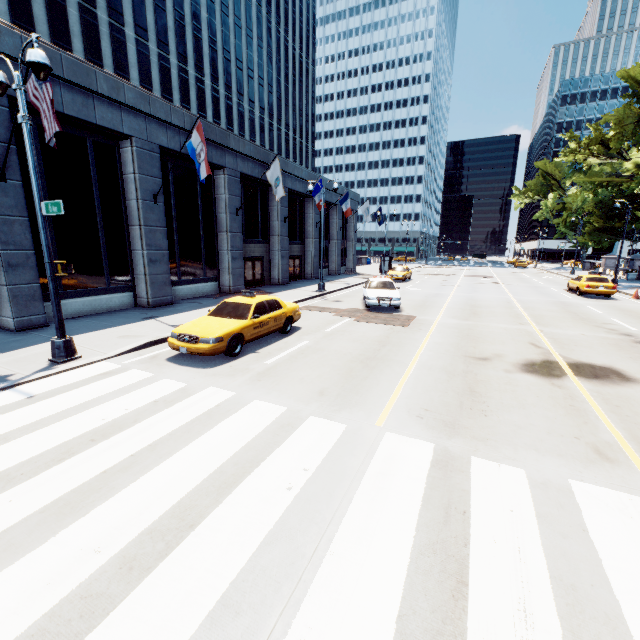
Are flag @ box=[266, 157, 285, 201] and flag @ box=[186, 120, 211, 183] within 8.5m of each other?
yes

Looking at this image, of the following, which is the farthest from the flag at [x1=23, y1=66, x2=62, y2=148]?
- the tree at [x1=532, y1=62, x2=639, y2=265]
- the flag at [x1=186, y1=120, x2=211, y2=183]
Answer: the tree at [x1=532, y1=62, x2=639, y2=265]

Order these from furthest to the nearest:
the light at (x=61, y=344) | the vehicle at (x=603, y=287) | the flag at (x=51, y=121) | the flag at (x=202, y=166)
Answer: the vehicle at (x=603, y=287) → the flag at (x=202, y=166) → the flag at (x=51, y=121) → the light at (x=61, y=344)

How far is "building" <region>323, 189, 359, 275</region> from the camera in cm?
3584

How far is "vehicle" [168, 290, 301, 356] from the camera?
8.8 meters

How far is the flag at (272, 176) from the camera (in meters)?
19.02

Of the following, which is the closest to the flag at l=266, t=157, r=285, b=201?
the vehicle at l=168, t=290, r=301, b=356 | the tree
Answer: the vehicle at l=168, t=290, r=301, b=356

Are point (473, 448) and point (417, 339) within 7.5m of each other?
yes
